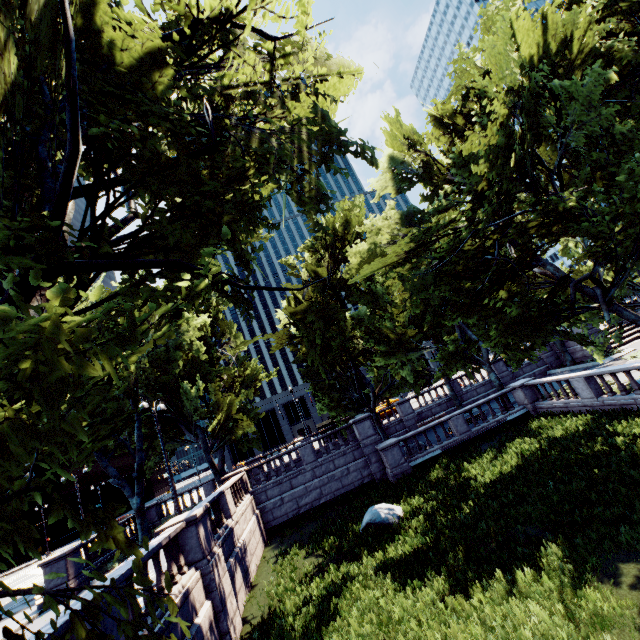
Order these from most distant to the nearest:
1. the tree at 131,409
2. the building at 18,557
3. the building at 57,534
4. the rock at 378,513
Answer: the building at 57,534 → the building at 18,557 → the rock at 378,513 → the tree at 131,409

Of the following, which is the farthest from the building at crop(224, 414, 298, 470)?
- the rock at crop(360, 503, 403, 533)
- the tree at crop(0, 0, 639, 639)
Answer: the rock at crop(360, 503, 403, 533)

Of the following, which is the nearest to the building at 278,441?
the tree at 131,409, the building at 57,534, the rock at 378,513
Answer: the tree at 131,409

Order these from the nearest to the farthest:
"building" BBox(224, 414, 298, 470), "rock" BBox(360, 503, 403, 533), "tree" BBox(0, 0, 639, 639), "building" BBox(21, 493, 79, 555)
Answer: "tree" BBox(0, 0, 639, 639), "rock" BBox(360, 503, 403, 533), "building" BBox(21, 493, 79, 555), "building" BBox(224, 414, 298, 470)

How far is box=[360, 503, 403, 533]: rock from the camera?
13.96m

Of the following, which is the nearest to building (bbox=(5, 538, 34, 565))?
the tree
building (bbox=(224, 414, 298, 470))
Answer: building (bbox=(224, 414, 298, 470))

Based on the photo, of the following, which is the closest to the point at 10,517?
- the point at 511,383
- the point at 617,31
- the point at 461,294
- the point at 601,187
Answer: the point at 461,294

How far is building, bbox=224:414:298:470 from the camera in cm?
5781
